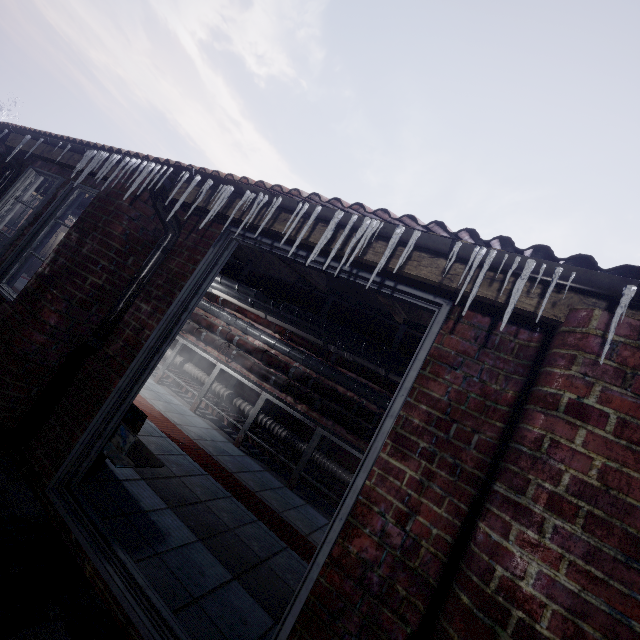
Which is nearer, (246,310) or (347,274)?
(347,274)

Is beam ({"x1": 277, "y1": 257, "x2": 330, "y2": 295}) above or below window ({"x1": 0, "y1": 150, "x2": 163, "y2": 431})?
above

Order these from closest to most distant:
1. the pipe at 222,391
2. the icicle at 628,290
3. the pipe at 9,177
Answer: the icicle at 628,290 → the pipe at 9,177 → the pipe at 222,391

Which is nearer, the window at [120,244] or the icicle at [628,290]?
the icicle at [628,290]

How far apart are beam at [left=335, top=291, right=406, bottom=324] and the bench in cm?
151

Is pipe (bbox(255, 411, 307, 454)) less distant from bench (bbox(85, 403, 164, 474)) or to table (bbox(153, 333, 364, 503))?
table (bbox(153, 333, 364, 503))

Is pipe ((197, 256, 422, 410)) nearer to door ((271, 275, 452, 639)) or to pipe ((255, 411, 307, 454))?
door ((271, 275, 452, 639))

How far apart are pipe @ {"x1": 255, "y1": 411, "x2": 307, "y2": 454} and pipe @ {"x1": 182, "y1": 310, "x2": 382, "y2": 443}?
0.4m
